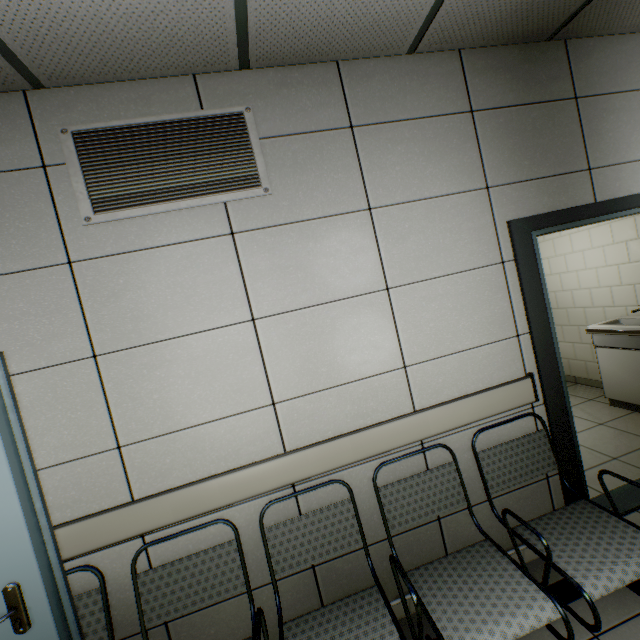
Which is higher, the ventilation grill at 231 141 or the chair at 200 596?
the ventilation grill at 231 141

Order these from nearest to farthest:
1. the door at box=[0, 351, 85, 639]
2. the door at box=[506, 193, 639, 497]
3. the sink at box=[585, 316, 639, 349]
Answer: the door at box=[0, 351, 85, 639] → the door at box=[506, 193, 639, 497] → the sink at box=[585, 316, 639, 349]

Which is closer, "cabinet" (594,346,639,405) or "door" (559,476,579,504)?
"door" (559,476,579,504)

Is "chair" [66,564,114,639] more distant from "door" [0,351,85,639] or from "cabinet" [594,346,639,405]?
"cabinet" [594,346,639,405]

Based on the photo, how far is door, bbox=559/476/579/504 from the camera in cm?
214

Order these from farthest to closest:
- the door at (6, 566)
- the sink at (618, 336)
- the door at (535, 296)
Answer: the sink at (618, 336), the door at (535, 296), the door at (6, 566)

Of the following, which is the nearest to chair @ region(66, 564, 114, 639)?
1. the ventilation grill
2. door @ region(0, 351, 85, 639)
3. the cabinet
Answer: door @ region(0, 351, 85, 639)

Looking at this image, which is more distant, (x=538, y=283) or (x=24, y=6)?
(x=538, y=283)
